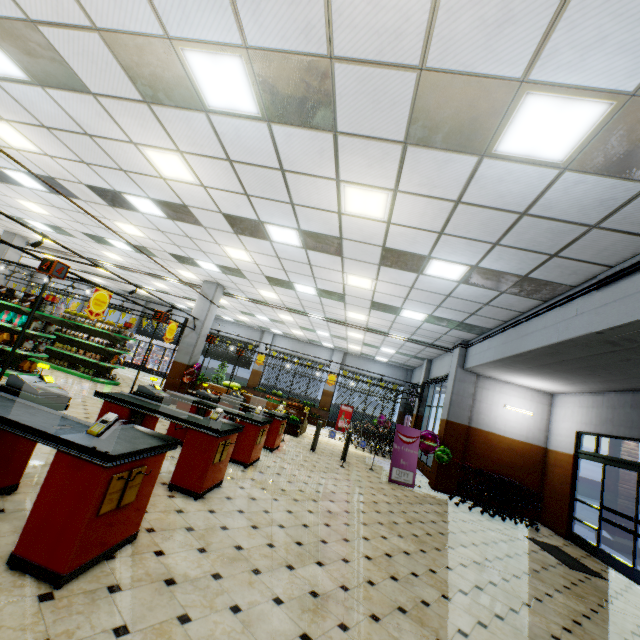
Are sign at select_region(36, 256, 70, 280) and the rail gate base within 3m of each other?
yes

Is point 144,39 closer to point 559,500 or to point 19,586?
point 19,586

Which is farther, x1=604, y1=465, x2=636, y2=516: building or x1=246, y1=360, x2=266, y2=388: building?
x1=246, y1=360, x2=266, y2=388: building

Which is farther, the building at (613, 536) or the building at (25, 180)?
the building at (613, 536)

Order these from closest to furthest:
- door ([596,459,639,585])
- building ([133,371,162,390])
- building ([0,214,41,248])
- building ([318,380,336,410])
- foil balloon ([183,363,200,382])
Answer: door ([596,459,639,585]), foil balloon ([183,363,200,382]), building ([0,214,41,248]), building ([133,371,162,390]), building ([318,380,336,410])

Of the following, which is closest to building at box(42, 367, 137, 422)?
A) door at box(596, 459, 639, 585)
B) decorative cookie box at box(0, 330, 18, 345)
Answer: door at box(596, 459, 639, 585)

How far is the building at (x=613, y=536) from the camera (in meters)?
9.11

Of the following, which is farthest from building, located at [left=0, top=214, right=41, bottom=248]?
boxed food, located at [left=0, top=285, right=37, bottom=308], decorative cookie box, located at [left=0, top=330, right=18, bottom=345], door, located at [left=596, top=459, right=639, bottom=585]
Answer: boxed food, located at [left=0, top=285, right=37, bottom=308]
